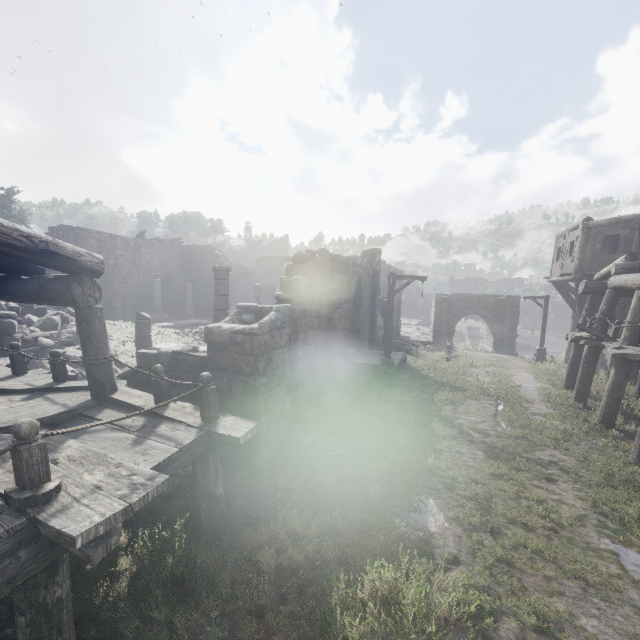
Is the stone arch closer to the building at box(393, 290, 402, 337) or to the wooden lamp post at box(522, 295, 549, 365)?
the building at box(393, 290, 402, 337)

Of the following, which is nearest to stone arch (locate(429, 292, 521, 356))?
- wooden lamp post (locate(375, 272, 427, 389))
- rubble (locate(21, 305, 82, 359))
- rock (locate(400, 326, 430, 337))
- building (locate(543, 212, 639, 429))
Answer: building (locate(543, 212, 639, 429))

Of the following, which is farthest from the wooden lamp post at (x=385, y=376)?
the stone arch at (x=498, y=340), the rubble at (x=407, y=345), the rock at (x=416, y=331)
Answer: the rock at (x=416, y=331)

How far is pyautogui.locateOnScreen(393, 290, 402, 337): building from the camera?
32.8m

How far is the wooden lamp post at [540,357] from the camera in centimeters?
2152cm

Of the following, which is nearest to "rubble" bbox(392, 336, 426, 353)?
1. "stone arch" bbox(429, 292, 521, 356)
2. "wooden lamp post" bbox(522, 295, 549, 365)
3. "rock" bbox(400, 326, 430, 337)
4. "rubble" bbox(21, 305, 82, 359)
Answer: "stone arch" bbox(429, 292, 521, 356)

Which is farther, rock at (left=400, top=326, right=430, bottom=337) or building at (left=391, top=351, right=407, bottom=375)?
rock at (left=400, top=326, right=430, bottom=337)

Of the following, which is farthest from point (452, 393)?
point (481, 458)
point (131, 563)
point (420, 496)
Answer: point (131, 563)
